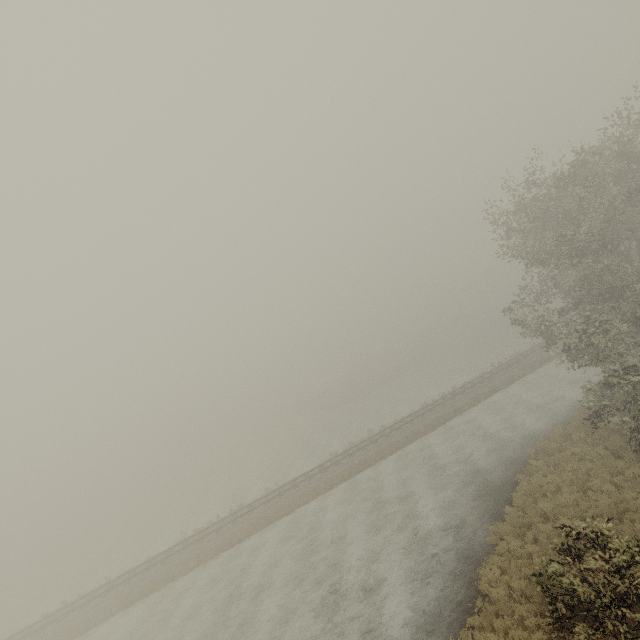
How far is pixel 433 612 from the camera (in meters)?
12.20
